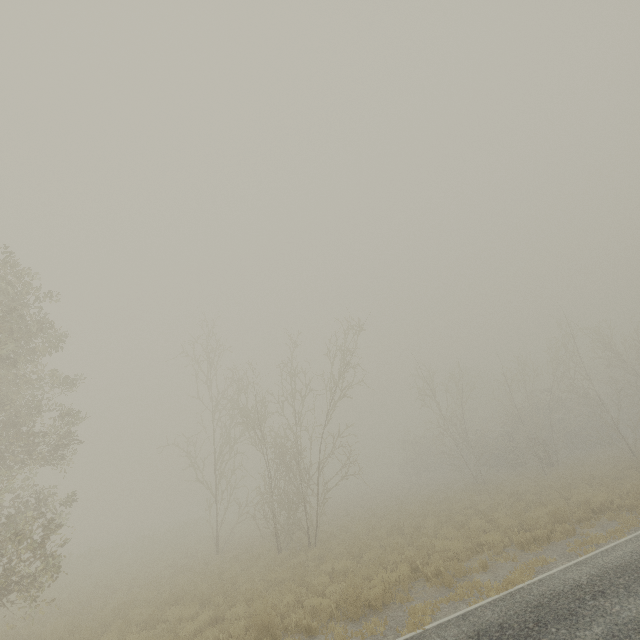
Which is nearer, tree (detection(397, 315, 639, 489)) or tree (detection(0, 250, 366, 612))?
tree (detection(0, 250, 366, 612))

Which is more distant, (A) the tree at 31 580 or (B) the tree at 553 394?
(B) the tree at 553 394

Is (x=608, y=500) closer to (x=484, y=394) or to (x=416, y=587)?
(x=416, y=587)
